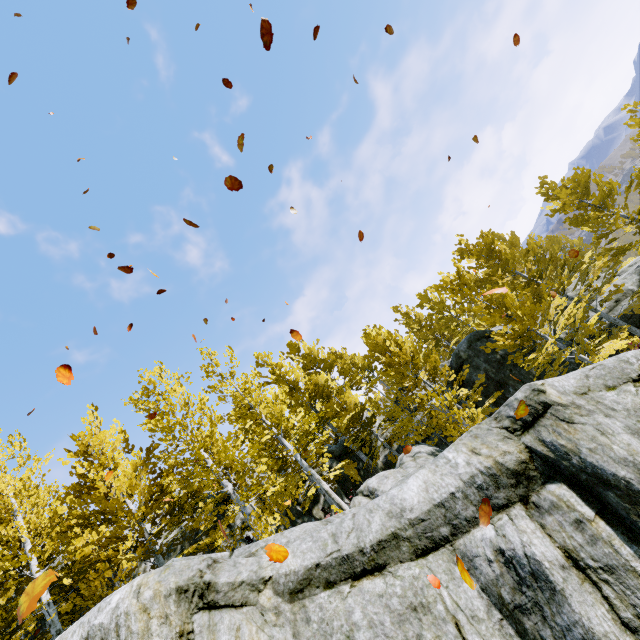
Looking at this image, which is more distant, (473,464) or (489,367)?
(489,367)

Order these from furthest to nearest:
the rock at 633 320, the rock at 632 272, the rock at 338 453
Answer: the rock at 338 453 < the rock at 632 272 < the rock at 633 320

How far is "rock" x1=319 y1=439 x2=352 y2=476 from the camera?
18.7m

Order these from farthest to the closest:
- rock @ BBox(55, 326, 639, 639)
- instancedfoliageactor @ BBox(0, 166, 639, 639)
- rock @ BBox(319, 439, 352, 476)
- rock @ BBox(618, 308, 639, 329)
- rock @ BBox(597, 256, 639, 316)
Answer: rock @ BBox(319, 439, 352, 476) → rock @ BBox(597, 256, 639, 316) → rock @ BBox(618, 308, 639, 329) → instancedfoliageactor @ BBox(0, 166, 639, 639) → rock @ BBox(55, 326, 639, 639)

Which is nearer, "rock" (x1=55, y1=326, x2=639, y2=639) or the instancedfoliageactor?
"rock" (x1=55, y1=326, x2=639, y2=639)

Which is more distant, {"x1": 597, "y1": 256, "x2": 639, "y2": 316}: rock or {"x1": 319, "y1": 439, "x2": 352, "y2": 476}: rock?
{"x1": 319, "y1": 439, "x2": 352, "y2": 476}: rock

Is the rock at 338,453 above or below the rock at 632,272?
above
